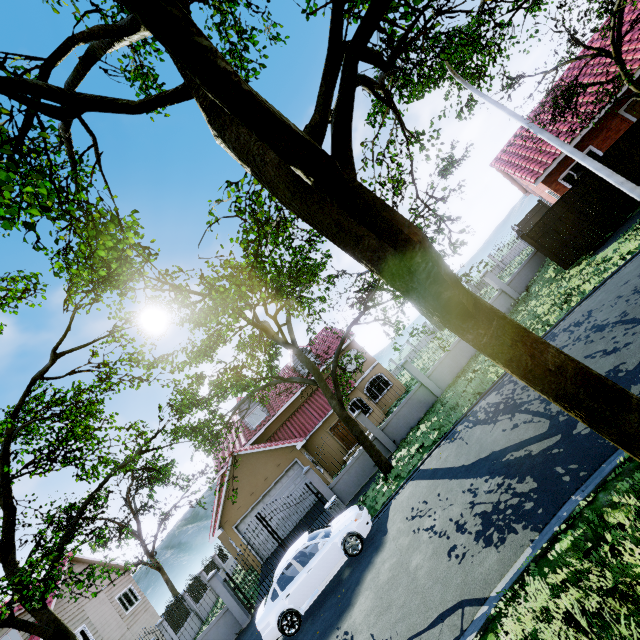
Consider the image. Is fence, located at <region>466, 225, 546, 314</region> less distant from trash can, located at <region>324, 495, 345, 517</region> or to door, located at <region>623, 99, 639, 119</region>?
trash can, located at <region>324, 495, 345, 517</region>

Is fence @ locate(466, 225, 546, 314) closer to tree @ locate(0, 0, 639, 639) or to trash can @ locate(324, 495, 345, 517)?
tree @ locate(0, 0, 639, 639)

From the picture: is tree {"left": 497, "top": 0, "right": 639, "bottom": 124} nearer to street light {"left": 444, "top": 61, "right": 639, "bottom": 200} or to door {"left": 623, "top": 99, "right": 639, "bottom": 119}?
street light {"left": 444, "top": 61, "right": 639, "bottom": 200}

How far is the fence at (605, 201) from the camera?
13.23m

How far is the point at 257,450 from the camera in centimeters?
1941cm

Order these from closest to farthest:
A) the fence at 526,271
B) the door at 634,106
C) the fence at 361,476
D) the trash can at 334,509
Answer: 1. the trash can at 334,509
2. the fence at 361,476
3. the door at 634,106
4. the fence at 526,271

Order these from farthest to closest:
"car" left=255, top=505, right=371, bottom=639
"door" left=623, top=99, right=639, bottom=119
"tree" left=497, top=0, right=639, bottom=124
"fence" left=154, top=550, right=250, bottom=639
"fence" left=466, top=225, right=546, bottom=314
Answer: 1. "fence" left=466, top=225, right=546, bottom=314
2. "door" left=623, top=99, right=639, bottom=119
3. "fence" left=154, top=550, right=250, bottom=639
4. "car" left=255, top=505, right=371, bottom=639
5. "tree" left=497, top=0, right=639, bottom=124

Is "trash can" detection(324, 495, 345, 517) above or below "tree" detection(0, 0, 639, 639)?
below
